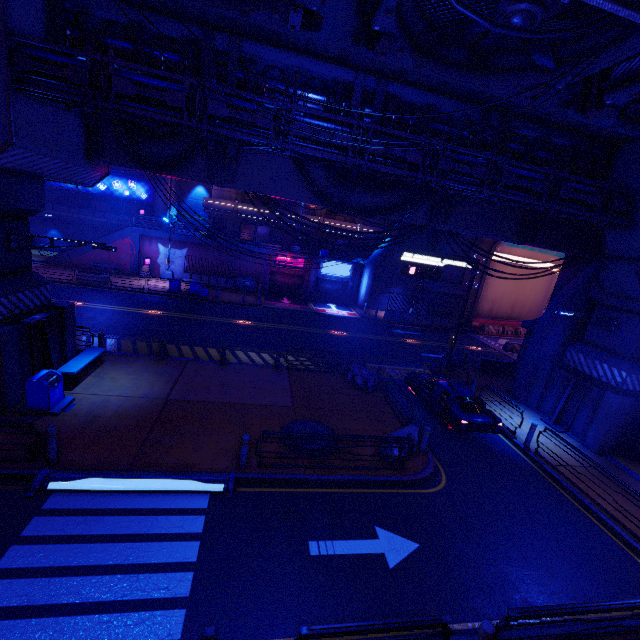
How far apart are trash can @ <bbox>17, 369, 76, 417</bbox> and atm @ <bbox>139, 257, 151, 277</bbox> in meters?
22.8

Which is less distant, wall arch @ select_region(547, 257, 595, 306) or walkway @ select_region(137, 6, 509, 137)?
walkway @ select_region(137, 6, 509, 137)

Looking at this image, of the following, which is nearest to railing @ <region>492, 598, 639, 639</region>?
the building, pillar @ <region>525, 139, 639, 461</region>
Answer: pillar @ <region>525, 139, 639, 461</region>

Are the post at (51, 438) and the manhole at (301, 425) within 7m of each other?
yes

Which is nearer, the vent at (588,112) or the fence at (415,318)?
the vent at (588,112)

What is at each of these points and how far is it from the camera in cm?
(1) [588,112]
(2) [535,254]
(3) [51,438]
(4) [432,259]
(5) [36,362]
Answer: (1) vent, 873
(2) tunnel, 3494
(3) post, 845
(4) sign, 1875
(5) pillar, 1148

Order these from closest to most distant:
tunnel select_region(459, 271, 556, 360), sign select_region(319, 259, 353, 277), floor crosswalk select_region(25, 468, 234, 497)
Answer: floor crosswalk select_region(25, 468, 234, 497)
tunnel select_region(459, 271, 556, 360)
sign select_region(319, 259, 353, 277)

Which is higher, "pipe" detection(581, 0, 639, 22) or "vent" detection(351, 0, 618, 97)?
"vent" detection(351, 0, 618, 97)
